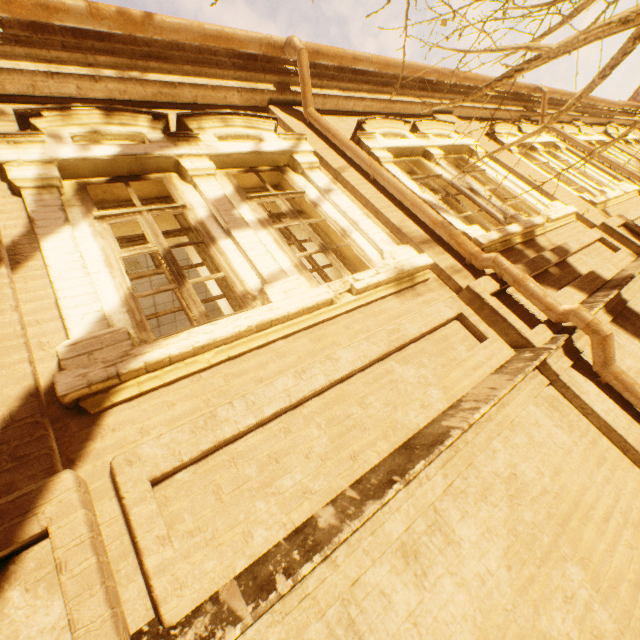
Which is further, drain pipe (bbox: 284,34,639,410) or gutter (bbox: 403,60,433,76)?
gutter (bbox: 403,60,433,76)

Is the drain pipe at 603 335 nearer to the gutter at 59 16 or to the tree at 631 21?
the gutter at 59 16

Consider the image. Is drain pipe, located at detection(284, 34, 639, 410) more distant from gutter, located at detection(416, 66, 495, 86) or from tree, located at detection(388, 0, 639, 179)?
tree, located at detection(388, 0, 639, 179)

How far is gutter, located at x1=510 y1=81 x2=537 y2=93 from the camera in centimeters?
817cm

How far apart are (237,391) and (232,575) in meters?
0.9

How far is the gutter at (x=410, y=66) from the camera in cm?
582
